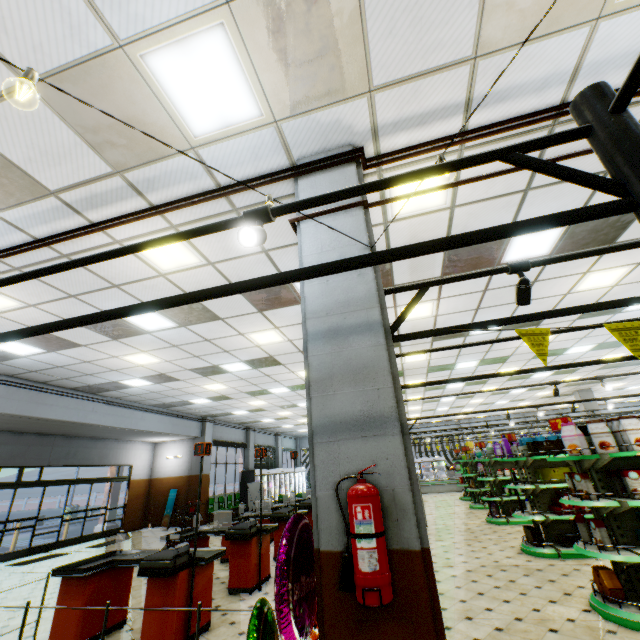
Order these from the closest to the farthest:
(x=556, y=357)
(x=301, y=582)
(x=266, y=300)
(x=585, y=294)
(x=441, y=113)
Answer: (x=301, y=582), (x=441, y=113), (x=266, y=300), (x=585, y=294), (x=556, y=357)

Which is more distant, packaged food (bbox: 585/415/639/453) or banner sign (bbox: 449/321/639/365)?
packaged food (bbox: 585/415/639/453)

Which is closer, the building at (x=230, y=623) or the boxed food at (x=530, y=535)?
the building at (x=230, y=623)

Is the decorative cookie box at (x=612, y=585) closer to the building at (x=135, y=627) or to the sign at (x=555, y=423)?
the building at (x=135, y=627)

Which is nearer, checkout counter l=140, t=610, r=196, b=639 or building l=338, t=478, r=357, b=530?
building l=338, t=478, r=357, b=530

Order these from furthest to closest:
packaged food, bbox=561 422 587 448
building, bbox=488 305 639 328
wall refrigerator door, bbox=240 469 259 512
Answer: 1. wall refrigerator door, bbox=240 469 259 512
2. building, bbox=488 305 639 328
3. packaged food, bbox=561 422 587 448

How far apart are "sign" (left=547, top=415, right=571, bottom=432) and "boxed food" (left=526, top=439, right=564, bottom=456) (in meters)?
2.72

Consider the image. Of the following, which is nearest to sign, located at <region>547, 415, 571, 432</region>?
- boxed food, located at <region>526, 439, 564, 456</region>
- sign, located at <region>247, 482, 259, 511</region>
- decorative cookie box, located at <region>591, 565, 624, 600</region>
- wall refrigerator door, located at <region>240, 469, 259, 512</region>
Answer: decorative cookie box, located at <region>591, 565, 624, 600</region>
